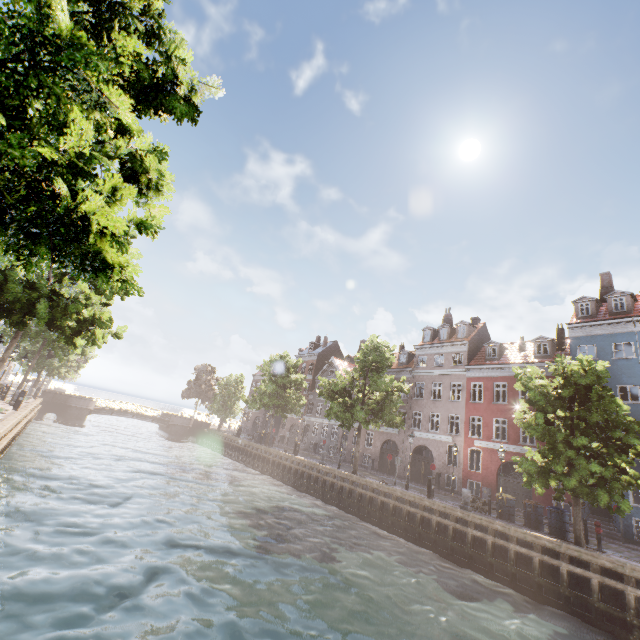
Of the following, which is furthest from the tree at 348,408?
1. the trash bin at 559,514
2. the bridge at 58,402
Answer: the bridge at 58,402

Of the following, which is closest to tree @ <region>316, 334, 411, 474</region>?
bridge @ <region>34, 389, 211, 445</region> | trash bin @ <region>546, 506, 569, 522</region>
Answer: trash bin @ <region>546, 506, 569, 522</region>

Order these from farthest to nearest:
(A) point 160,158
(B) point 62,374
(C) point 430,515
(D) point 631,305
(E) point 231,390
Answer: (E) point 231,390 < (B) point 62,374 < (D) point 631,305 < (C) point 430,515 < (A) point 160,158

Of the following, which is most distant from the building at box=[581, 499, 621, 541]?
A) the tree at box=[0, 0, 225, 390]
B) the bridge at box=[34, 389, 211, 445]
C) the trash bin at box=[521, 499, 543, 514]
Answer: the bridge at box=[34, 389, 211, 445]

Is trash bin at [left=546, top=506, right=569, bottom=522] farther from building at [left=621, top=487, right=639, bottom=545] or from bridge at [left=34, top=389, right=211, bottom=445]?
bridge at [left=34, top=389, right=211, bottom=445]

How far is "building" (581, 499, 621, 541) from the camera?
19.06m

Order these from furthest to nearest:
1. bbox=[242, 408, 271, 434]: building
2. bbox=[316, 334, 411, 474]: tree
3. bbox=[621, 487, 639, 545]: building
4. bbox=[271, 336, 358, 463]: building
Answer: bbox=[242, 408, 271, 434]: building < bbox=[271, 336, 358, 463]: building < bbox=[316, 334, 411, 474]: tree < bbox=[621, 487, 639, 545]: building

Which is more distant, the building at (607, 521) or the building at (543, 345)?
the building at (543, 345)
